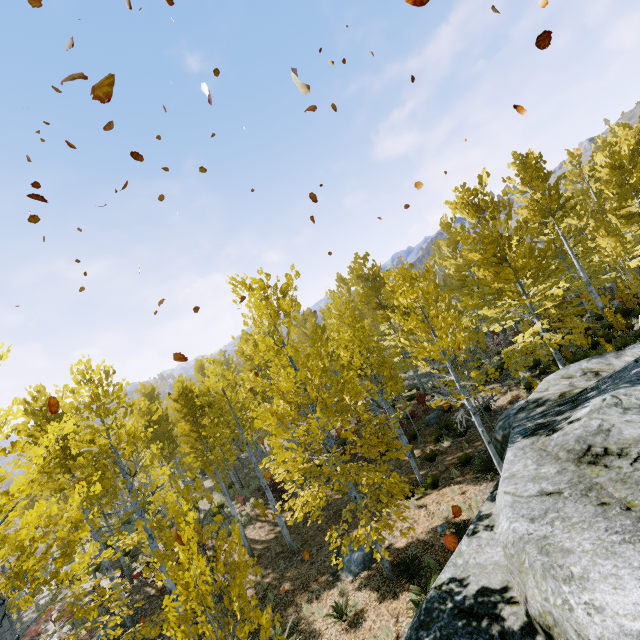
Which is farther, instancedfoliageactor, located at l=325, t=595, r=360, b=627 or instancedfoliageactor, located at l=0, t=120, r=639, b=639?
instancedfoliageactor, located at l=325, t=595, r=360, b=627

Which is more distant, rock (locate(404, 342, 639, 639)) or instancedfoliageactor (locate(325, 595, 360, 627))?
instancedfoliageactor (locate(325, 595, 360, 627))

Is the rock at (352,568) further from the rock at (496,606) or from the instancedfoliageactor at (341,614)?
the rock at (496,606)

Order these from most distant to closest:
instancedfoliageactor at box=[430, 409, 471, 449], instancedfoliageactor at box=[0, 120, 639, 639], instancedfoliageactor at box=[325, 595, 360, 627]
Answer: instancedfoliageactor at box=[430, 409, 471, 449], instancedfoliageactor at box=[325, 595, 360, 627], instancedfoliageactor at box=[0, 120, 639, 639]

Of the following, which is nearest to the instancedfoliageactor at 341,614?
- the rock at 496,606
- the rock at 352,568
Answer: the rock at 496,606

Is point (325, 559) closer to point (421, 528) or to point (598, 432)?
point (421, 528)

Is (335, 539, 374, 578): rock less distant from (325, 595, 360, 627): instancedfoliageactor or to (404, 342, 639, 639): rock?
(325, 595, 360, 627): instancedfoliageactor

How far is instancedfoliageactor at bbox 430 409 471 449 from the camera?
8.8 meters
